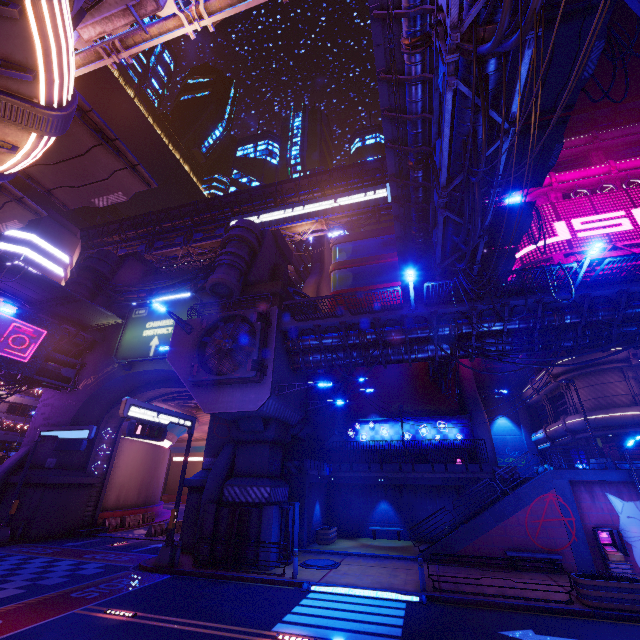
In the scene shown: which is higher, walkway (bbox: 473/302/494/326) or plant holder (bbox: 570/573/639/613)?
walkway (bbox: 473/302/494/326)

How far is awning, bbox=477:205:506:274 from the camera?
19.91m

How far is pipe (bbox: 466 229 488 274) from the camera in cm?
1443

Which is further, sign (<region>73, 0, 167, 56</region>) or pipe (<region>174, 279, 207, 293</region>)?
pipe (<region>174, 279, 207, 293</region>)

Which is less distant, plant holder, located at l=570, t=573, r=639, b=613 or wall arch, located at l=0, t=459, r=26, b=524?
plant holder, located at l=570, t=573, r=639, b=613

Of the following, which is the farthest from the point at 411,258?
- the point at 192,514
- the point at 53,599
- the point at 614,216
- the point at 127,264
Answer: the point at 127,264

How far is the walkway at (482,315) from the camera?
16.6m

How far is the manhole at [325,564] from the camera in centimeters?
1587cm
